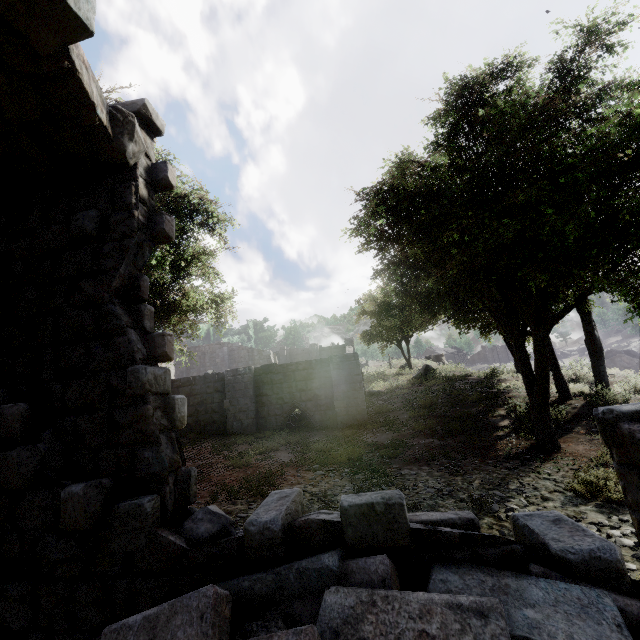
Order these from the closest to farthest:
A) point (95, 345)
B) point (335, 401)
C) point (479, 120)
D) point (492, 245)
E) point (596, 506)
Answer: → point (95, 345) < point (596, 506) < point (492, 245) < point (479, 120) < point (335, 401)

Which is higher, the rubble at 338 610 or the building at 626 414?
the building at 626 414

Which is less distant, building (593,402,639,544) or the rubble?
the rubble

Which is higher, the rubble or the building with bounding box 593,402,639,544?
the building with bounding box 593,402,639,544

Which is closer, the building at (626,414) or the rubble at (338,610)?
the rubble at (338,610)
